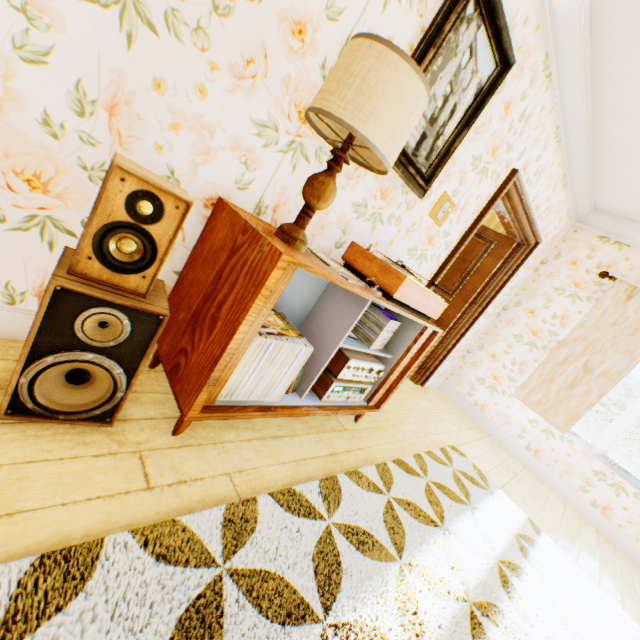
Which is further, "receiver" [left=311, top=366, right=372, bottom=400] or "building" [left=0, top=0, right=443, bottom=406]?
"receiver" [left=311, top=366, right=372, bottom=400]

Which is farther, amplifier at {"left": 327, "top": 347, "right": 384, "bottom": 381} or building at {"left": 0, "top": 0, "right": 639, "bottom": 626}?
amplifier at {"left": 327, "top": 347, "right": 384, "bottom": 381}

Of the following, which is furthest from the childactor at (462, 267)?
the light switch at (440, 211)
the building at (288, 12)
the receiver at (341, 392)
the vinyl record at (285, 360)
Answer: the vinyl record at (285, 360)

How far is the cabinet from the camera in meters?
1.2 m

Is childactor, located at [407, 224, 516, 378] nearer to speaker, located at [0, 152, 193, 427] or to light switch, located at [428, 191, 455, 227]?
light switch, located at [428, 191, 455, 227]

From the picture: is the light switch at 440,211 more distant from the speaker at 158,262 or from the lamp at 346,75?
the speaker at 158,262

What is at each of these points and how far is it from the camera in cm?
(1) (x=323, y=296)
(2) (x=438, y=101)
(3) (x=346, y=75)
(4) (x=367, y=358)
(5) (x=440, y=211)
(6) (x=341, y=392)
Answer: (1) cabinet, 198
(2) picture frame, 195
(3) lamp, 115
(4) amplifier, 218
(5) light switch, 259
(6) receiver, 210

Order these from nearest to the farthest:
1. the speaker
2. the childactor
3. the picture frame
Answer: the speaker, the picture frame, the childactor
